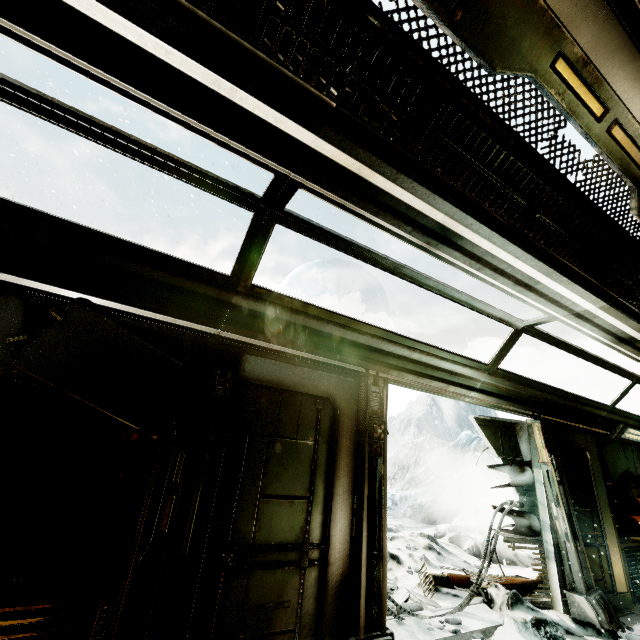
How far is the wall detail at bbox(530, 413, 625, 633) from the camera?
4.27m

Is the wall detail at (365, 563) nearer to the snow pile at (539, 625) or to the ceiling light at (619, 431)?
the snow pile at (539, 625)

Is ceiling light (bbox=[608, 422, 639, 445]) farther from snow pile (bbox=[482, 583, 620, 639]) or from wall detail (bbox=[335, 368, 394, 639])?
wall detail (bbox=[335, 368, 394, 639])

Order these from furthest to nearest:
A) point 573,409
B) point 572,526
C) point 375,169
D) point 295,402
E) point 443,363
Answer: point 573,409 < point 572,526 < point 443,363 < point 295,402 < point 375,169

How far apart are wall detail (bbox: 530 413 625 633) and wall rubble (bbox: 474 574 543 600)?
0.64m

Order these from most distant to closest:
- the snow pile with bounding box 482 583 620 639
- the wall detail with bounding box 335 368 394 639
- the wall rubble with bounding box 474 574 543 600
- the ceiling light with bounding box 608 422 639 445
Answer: the ceiling light with bounding box 608 422 639 445
the wall rubble with bounding box 474 574 543 600
the snow pile with bounding box 482 583 620 639
the wall detail with bounding box 335 368 394 639

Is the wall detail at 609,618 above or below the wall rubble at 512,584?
above

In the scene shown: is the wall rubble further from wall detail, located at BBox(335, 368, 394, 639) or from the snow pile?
wall detail, located at BBox(335, 368, 394, 639)
